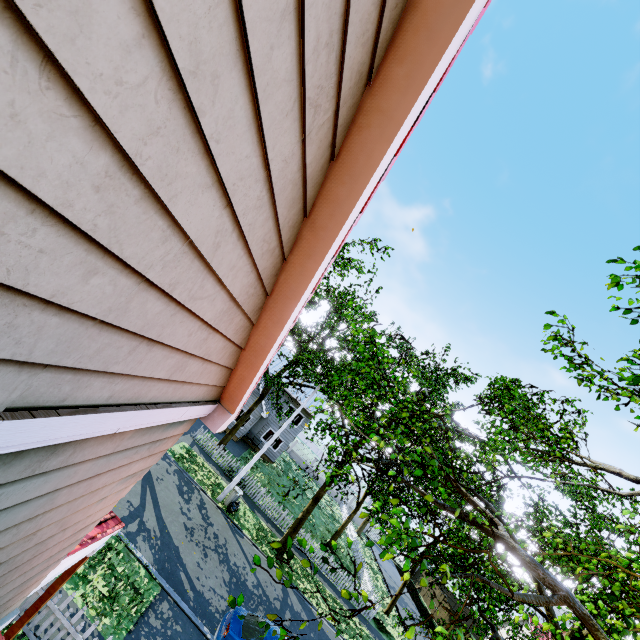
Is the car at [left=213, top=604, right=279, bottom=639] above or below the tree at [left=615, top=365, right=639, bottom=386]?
below

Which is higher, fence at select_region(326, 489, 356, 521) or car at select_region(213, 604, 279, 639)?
car at select_region(213, 604, 279, 639)

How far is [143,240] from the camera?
1.2m

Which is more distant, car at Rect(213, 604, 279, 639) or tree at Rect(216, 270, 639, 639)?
car at Rect(213, 604, 279, 639)

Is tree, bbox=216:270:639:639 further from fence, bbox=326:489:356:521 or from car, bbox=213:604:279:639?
car, bbox=213:604:279:639

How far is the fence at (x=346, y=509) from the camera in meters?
36.4 m

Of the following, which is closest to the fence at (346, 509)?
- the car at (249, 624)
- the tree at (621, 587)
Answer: the tree at (621, 587)

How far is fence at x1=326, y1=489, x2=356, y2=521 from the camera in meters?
36.4
